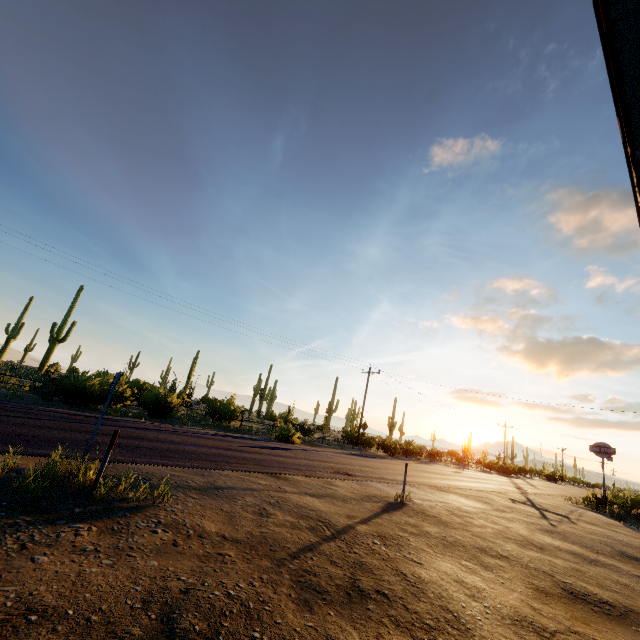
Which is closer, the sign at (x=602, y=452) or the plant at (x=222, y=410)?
the plant at (x=222, y=410)

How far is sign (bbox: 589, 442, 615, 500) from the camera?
23.7m

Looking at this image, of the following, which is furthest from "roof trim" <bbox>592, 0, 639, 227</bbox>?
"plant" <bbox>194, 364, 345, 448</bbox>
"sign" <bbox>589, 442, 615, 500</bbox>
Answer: "plant" <bbox>194, 364, 345, 448</bbox>

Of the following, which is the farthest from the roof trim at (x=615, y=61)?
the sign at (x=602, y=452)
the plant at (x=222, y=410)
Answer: the plant at (x=222, y=410)

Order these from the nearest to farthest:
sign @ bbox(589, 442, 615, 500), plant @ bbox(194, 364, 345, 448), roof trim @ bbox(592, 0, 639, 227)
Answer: roof trim @ bbox(592, 0, 639, 227) → plant @ bbox(194, 364, 345, 448) → sign @ bbox(589, 442, 615, 500)

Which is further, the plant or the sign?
the sign

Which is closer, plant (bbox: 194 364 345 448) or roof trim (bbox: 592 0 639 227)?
roof trim (bbox: 592 0 639 227)

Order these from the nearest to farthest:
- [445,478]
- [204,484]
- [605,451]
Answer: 1. [204,484]
2. [445,478]
3. [605,451]
